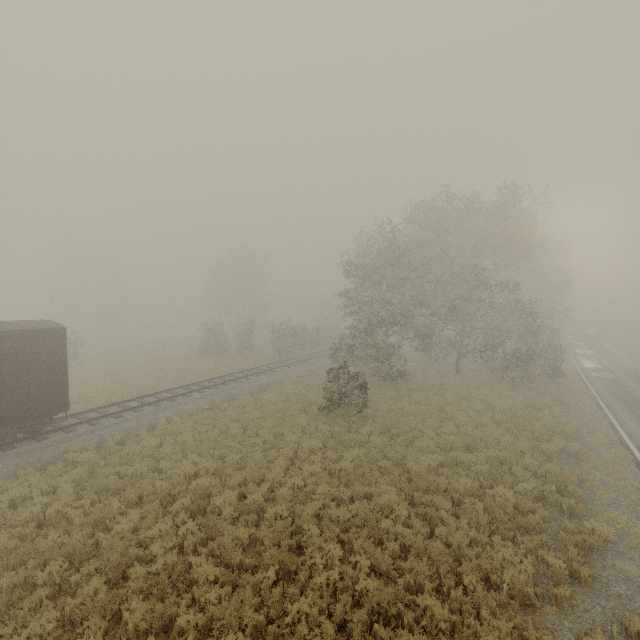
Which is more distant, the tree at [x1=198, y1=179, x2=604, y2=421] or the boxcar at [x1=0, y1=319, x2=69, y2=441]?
the tree at [x1=198, y1=179, x2=604, y2=421]

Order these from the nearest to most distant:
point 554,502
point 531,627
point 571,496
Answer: point 531,627
point 554,502
point 571,496

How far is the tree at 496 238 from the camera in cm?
2125

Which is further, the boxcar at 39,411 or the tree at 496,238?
the tree at 496,238

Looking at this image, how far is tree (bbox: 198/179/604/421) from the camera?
21.2 meters
